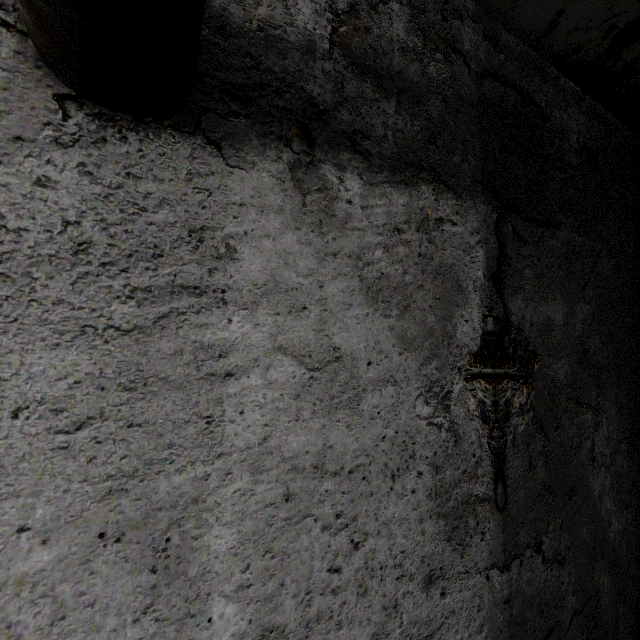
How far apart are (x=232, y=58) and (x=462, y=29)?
2.10m
